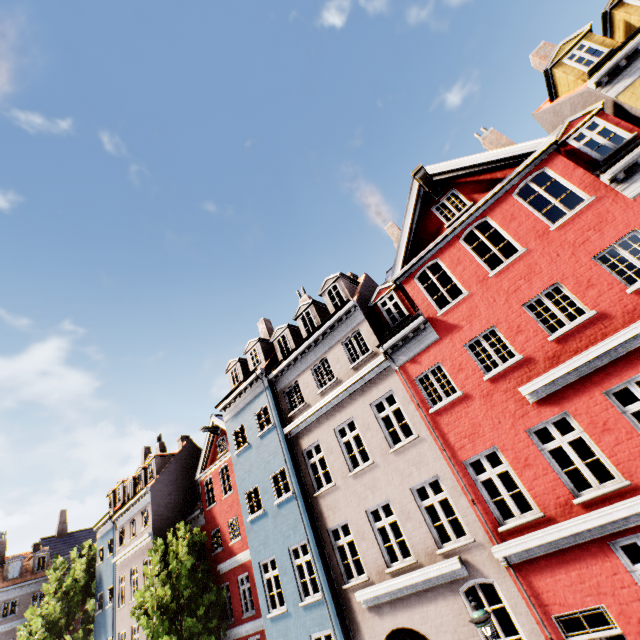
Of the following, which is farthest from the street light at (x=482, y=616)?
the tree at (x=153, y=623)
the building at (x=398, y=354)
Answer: the tree at (x=153, y=623)

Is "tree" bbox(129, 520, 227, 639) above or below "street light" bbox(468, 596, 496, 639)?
above

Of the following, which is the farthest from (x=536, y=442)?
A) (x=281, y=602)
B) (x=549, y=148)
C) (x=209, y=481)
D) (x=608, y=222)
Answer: (x=209, y=481)

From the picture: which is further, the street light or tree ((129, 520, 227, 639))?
tree ((129, 520, 227, 639))

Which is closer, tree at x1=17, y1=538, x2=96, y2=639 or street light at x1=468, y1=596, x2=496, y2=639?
street light at x1=468, y1=596, x2=496, y2=639

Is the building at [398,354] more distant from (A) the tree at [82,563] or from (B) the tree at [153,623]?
(A) the tree at [82,563]

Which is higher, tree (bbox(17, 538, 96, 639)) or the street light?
tree (bbox(17, 538, 96, 639))

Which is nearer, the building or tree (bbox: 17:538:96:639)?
the building
